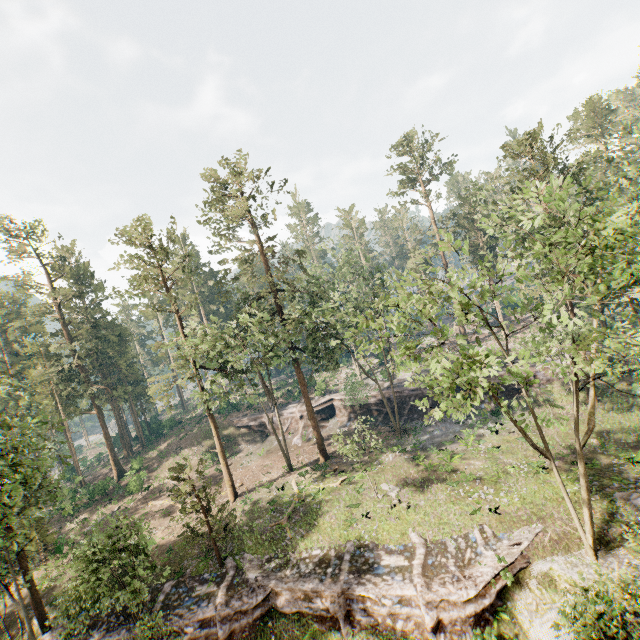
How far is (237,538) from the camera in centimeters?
2553cm

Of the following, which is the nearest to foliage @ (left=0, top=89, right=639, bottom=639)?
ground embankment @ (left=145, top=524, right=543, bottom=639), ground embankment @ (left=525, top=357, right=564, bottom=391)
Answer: ground embankment @ (left=145, top=524, right=543, bottom=639)

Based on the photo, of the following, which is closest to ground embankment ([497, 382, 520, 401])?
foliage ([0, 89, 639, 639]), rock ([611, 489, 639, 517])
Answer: foliage ([0, 89, 639, 639])

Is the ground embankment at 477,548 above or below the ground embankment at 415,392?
below

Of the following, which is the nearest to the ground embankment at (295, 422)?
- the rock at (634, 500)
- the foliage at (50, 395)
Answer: the foliage at (50, 395)

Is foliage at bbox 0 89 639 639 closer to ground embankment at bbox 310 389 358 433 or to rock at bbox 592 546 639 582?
rock at bbox 592 546 639 582

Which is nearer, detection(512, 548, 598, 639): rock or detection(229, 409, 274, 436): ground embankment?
detection(512, 548, 598, 639): rock

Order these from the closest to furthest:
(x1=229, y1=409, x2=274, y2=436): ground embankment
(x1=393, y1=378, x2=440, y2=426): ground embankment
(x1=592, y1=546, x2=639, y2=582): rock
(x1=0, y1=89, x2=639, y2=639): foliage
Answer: (x1=0, y1=89, x2=639, y2=639): foliage, (x1=592, y1=546, x2=639, y2=582): rock, (x1=393, y1=378, x2=440, y2=426): ground embankment, (x1=229, y1=409, x2=274, y2=436): ground embankment
